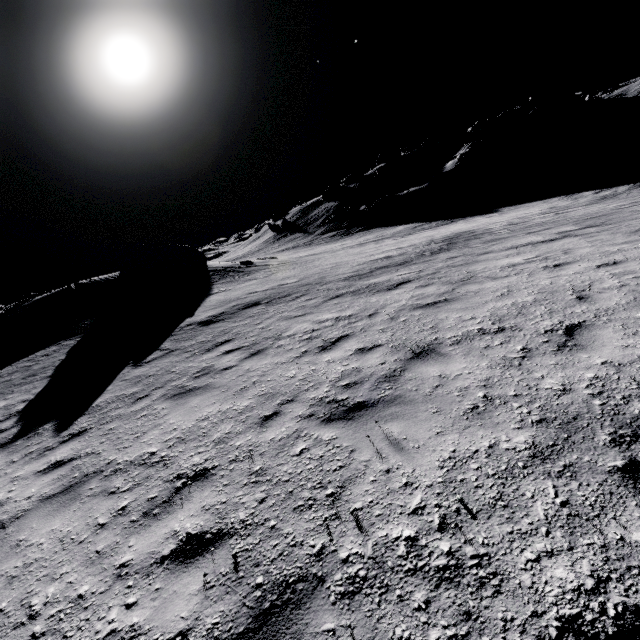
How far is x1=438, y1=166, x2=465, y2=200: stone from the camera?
47.88m

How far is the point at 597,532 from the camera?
2.3m

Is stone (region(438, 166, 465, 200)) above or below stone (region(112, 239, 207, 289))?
below

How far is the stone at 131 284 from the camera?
22.9m

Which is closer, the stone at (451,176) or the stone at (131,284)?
the stone at (131,284)

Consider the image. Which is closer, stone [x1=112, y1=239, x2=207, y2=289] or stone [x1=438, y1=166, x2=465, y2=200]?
stone [x1=112, y1=239, x2=207, y2=289]

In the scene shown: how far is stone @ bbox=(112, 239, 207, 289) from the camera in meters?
22.9
